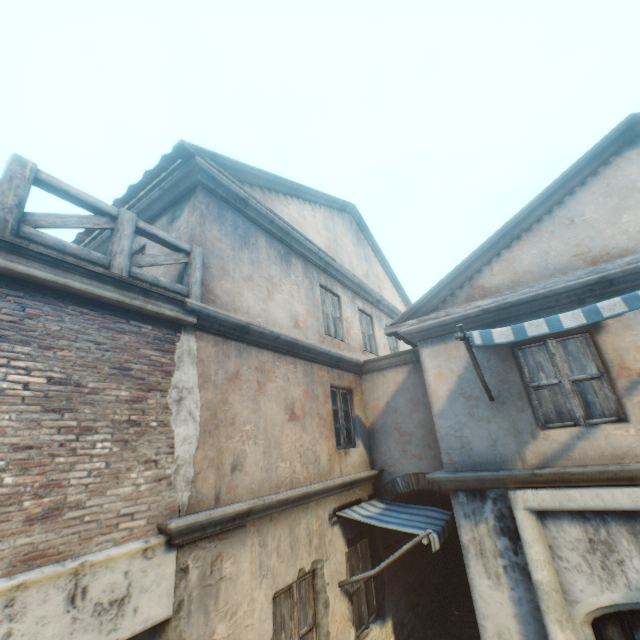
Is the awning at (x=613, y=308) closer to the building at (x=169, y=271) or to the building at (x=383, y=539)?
the building at (x=383, y=539)

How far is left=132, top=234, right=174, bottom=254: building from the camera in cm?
541

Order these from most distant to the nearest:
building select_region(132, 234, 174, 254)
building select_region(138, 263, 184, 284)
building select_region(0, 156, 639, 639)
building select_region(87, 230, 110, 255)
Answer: building select_region(87, 230, 110, 255)
building select_region(132, 234, 174, 254)
building select_region(138, 263, 184, 284)
building select_region(0, 156, 639, 639)

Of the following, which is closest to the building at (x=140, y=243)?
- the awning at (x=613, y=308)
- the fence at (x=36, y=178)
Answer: the fence at (x=36, y=178)

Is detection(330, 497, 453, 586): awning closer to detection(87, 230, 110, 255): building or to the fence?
detection(87, 230, 110, 255): building

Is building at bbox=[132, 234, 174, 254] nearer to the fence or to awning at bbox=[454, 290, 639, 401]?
the fence

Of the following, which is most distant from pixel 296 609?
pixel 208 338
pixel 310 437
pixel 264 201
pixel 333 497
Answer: pixel 264 201
